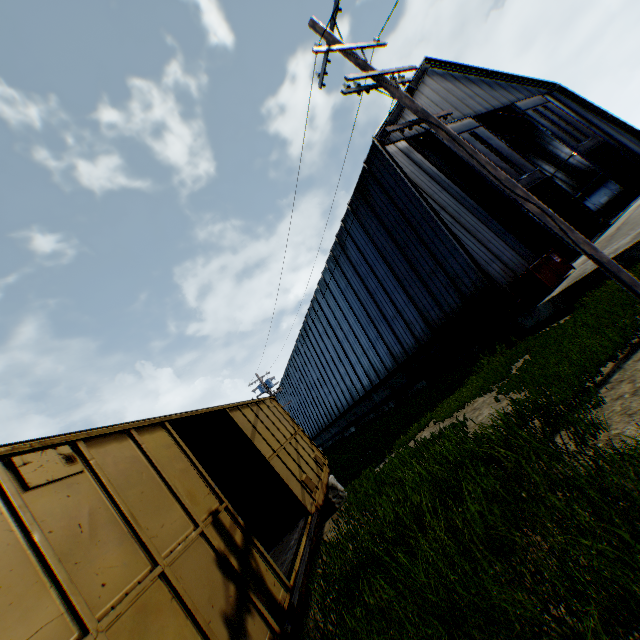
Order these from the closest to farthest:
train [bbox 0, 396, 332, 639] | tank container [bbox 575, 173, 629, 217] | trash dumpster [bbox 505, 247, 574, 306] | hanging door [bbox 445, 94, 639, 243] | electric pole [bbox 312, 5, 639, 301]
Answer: train [bbox 0, 396, 332, 639]
electric pole [bbox 312, 5, 639, 301]
trash dumpster [bbox 505, 247, 574, 306]
hanging door [bbox 445, 94, 639, 243]
tank container [bbox 575, 173, 629, 217]

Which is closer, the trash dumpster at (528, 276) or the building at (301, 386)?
the trash dumpster at (528, 276)

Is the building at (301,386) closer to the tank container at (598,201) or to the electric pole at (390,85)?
the tank container at (598,201)

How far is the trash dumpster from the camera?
12.02m

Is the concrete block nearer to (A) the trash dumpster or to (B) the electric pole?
(B) the electric pole

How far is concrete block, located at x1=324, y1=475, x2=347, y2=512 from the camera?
10.04m

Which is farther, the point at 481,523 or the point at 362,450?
the point at 362,450

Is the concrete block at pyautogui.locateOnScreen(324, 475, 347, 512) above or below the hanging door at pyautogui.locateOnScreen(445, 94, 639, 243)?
below
